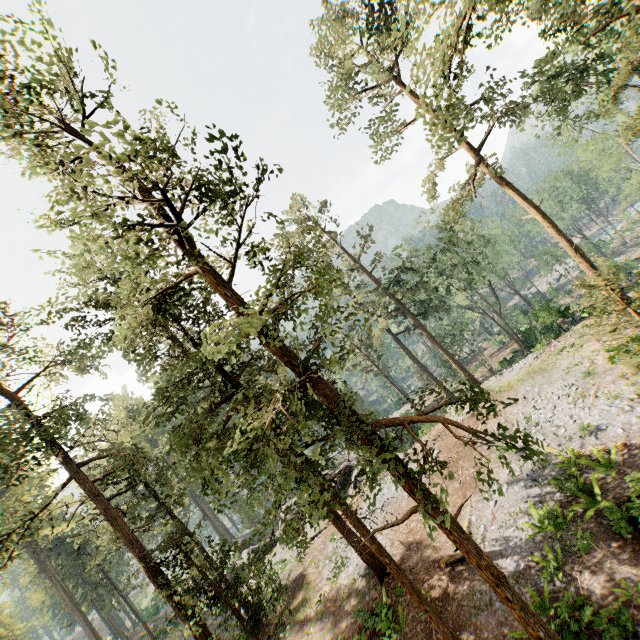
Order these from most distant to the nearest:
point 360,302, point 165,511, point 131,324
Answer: point 360,302 → point 165,511 → point 131,324

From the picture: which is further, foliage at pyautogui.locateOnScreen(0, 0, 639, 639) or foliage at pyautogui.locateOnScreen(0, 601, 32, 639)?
foliage at pyautogui.locateOnScreen(0, 601, 32, 639)

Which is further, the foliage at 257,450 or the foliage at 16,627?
the foliage at 16,627
